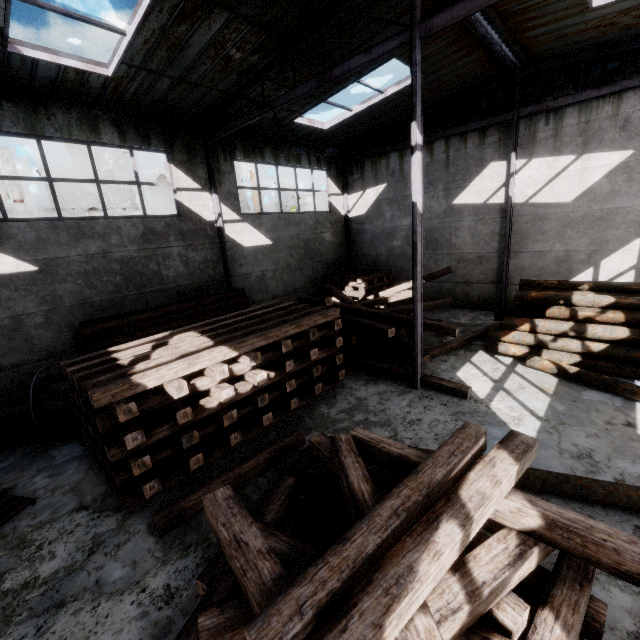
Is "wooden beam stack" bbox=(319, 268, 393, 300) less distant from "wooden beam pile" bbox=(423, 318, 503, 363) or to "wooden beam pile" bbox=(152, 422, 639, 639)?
A: "wooden beam pile" bbox=(423, 318, 503, 363)

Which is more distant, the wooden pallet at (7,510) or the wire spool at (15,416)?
the wire spool at (15,416)

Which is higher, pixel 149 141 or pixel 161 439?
pixel 149 141

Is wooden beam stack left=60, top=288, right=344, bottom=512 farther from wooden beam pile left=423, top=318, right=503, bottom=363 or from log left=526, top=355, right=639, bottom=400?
log left=526, top=355, right=639, bottom=400

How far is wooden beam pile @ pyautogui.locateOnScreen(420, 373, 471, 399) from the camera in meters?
7.2

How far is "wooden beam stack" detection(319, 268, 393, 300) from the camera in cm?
1452

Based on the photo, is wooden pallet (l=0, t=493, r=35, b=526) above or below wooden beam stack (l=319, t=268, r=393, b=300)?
below

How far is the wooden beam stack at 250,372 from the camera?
4.9m
